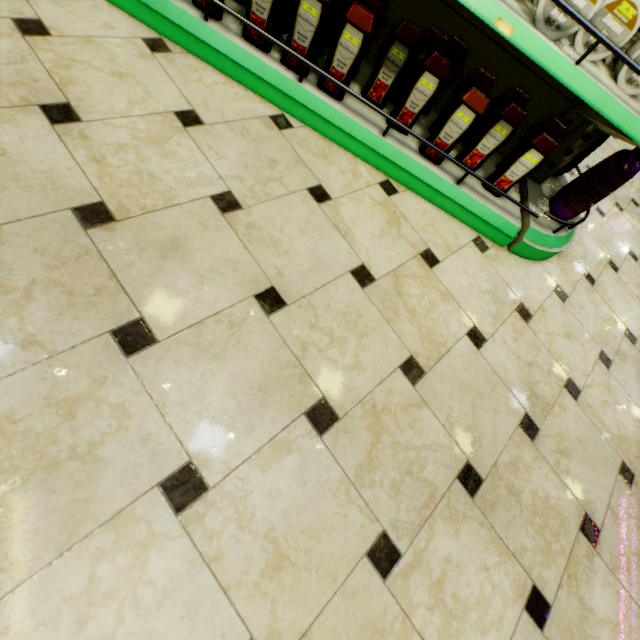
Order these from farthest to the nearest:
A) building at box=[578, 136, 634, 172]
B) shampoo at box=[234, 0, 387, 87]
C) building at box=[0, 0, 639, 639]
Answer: building at box=[578, 136, 634, 172], shampoo at box=[234, 0, 387, 87], building at box=[0, 0, 639, 639]

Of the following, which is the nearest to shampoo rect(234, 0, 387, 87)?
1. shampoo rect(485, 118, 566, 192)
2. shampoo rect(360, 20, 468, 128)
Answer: shampoo rect(360, 20, 468, 128)

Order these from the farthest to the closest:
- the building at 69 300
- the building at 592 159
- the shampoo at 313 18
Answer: the building at 592 159, the shampoo at 313 18, the building at 69 300

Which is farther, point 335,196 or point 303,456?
point 335,196

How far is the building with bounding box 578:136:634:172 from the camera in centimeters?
302cm

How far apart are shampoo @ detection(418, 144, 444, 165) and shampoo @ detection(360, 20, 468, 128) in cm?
9

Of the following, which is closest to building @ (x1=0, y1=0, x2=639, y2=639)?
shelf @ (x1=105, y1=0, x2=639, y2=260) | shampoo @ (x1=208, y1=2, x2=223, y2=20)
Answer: shelf @ (x1=105, y1=0, x2=639, y2=260)

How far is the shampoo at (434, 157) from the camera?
1.6m
